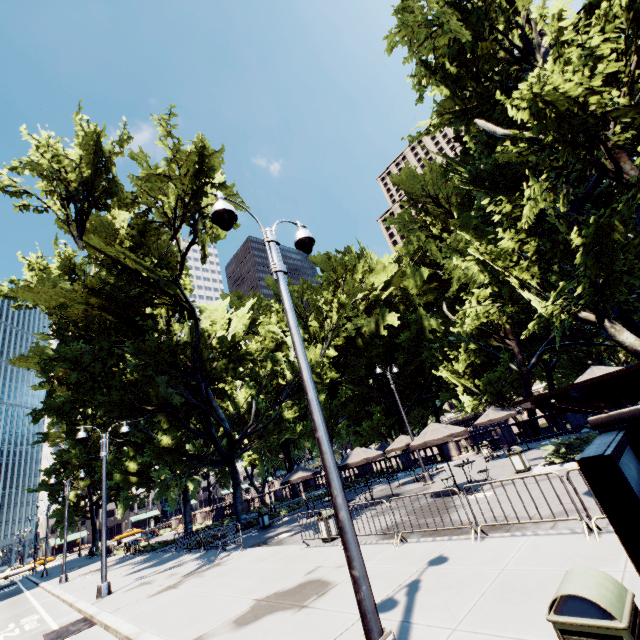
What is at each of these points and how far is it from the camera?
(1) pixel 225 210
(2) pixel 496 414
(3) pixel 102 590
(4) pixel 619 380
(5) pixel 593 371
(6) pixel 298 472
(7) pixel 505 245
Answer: (1) light, 5.6 meters
(2) umbrella, 20.2 meters
(3) light, 13.7 meters
(4) bus stop, 1.8 meters
(5) umbrella, 8.3 meters
(6) umbrella, 20.9 meters
(7) tree, 12.8 meters

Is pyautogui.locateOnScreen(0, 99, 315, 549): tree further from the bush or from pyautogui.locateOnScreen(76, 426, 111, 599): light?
pyautogui.locateOnScreen(76, 426, 111, 599): light

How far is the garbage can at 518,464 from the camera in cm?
1403

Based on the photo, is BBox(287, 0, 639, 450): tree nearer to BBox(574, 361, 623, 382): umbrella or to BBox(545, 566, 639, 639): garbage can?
BBox(574, 361, 623, 382): umbrella

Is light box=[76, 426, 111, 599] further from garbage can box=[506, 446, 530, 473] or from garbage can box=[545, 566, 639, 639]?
garbage can box=[506, 446, 530, 473]

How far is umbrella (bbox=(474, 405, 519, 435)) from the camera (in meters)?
19.73

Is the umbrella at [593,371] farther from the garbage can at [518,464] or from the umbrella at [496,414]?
the umbrella at [496,414]

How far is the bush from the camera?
13.1 meters
